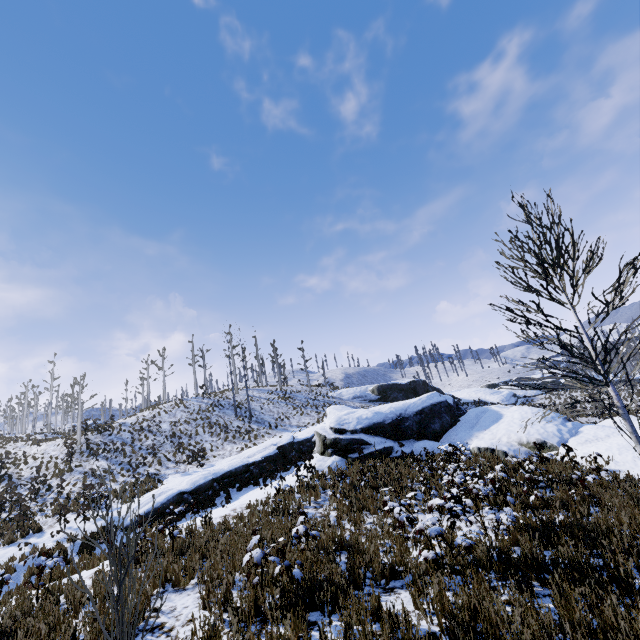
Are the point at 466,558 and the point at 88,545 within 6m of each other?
no
